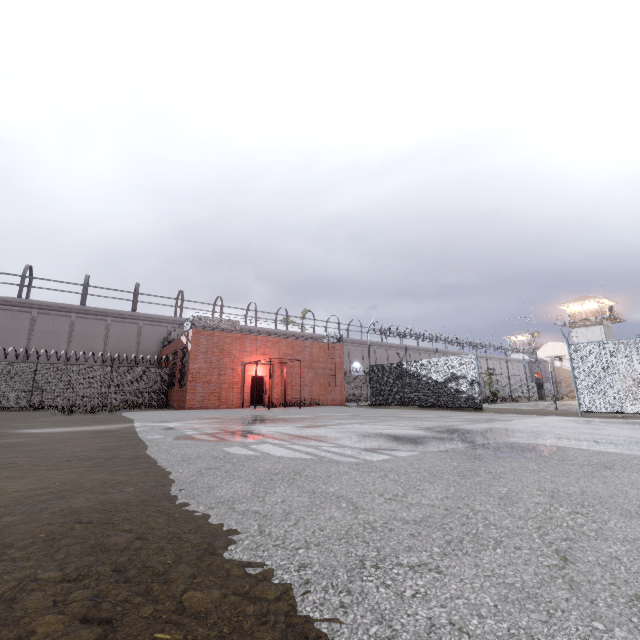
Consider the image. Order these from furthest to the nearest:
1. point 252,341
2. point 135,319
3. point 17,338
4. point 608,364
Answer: point 135,319 < point 17,338 < point 252,341 < point 608,364

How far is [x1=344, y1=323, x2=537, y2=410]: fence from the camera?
16.8 meters

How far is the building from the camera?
47.8m

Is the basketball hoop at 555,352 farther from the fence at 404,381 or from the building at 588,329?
the building at 588,329

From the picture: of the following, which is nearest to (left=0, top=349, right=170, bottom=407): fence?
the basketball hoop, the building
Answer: the basketball hoop

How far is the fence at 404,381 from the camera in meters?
16.8

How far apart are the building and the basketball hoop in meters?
39.6 m
